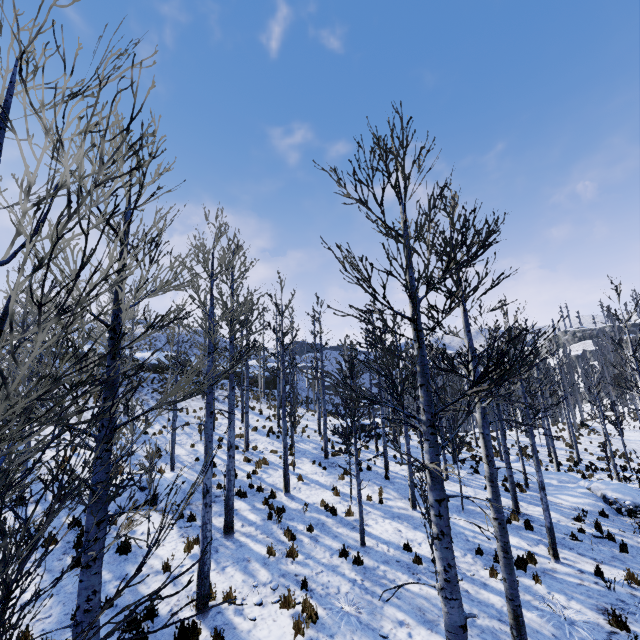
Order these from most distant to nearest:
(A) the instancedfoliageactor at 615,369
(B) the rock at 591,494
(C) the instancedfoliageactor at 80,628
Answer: (B) the rock at 591,494
(A) the instancedfoliageactor at 615,369
(C) the instancedfoliageactor at 80,628

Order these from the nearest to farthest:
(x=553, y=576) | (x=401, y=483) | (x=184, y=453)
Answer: (x=553, y=576), (x=401, y=483), (x=184, y=453)

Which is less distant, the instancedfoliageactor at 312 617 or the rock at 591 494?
the instancedfoliageactor at 312 617

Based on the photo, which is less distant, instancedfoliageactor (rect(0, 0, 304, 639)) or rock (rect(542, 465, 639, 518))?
instancedfoliageactor (rect(0, 0, 304, 639))

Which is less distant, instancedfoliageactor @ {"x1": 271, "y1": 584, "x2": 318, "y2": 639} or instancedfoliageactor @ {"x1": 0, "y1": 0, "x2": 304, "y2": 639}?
instancedfoliageactor @ {"x1": 0, "y1": 0, "x2": 304, "y2": 639}

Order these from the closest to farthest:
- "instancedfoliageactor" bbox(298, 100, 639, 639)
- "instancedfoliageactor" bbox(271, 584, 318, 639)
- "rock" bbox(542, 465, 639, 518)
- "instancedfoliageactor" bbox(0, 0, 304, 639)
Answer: "instancedfoliageactor" bbox(0, 0, 304, 639) → "instancedfoliageactor" bbox(298, 100, 639, 639) → "instancedfoliageactor" bbox(271, 584, 318, 639) → "rock" bbox(542, 465, 639, 518)

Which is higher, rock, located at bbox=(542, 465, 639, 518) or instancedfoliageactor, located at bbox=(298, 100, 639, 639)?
instancedfoliageactor, located at bbox=(298, 100, 639, 639)
